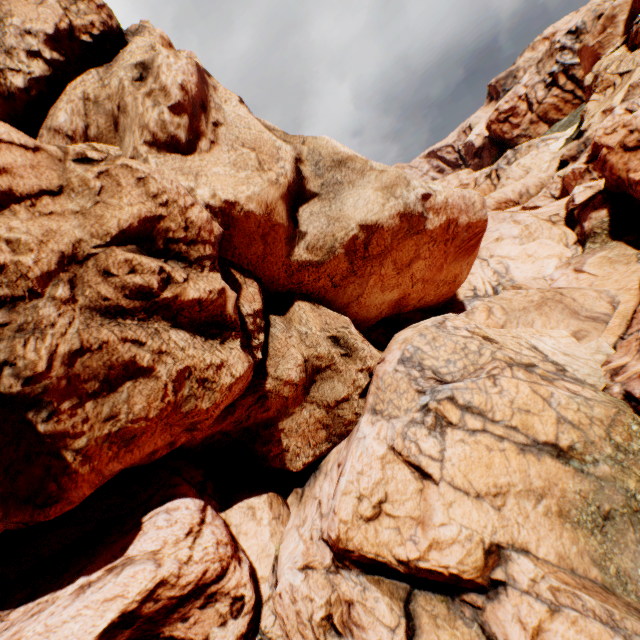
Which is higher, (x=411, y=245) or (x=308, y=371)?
(x=411, y=245)
